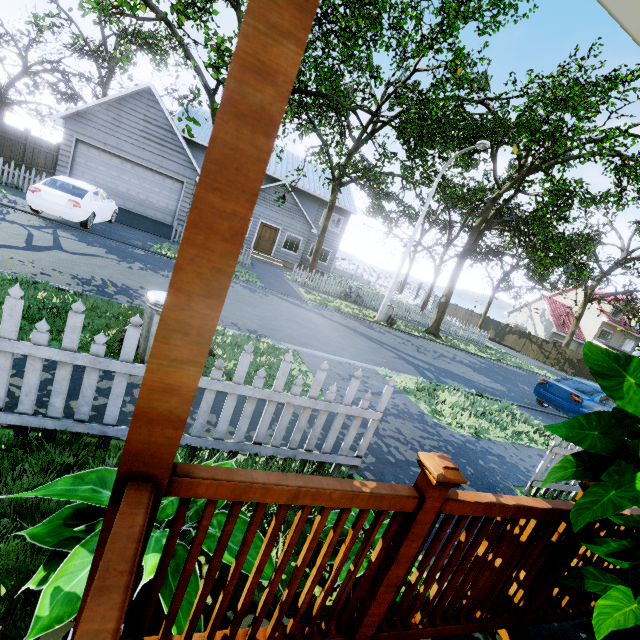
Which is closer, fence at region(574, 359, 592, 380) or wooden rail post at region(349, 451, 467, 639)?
wooden rail post at region(349, 451, 467, 639)

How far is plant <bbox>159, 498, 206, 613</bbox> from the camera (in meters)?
1.32

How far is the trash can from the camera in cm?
392

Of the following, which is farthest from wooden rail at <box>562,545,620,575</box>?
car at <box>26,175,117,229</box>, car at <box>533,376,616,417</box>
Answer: car at <box>26,175,117,229</box>

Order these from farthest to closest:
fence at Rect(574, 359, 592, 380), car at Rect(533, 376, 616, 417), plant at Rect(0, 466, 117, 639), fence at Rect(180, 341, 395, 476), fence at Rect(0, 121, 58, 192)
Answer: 1. fence at Rect(574, 359, 592, 380)
2. fence at Rect(0, 121, 58, 192)
3. car at Rect(533, 376, 616, 417)
4. fence at Rect(180, 341, 395, 476)
5. plant at Rect(0, 466, 117, 639)

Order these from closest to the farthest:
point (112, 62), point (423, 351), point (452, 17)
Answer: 1. point (452, 17)
2. point (423, 351)
3. point (112, 62)

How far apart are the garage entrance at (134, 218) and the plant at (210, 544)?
16.34m

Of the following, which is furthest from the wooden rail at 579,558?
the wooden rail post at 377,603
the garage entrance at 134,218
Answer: the garage entrance at 134,218
